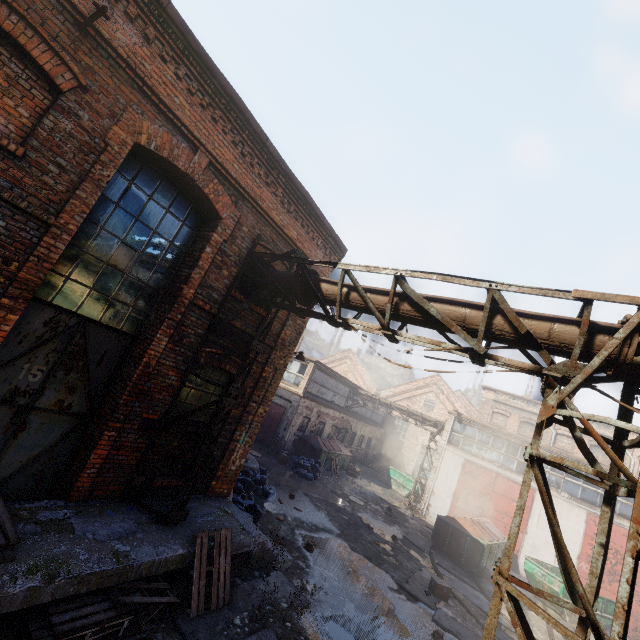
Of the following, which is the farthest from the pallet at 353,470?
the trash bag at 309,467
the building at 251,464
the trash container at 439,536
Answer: the building at 251,464

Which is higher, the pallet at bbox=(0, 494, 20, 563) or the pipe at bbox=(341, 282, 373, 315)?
the pipe at bbox=(341, 282, 373, 315)

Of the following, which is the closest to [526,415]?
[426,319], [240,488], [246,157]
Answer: [240,488]

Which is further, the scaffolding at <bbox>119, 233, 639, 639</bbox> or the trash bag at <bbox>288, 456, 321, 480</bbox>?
the trash bag at <bbox>288, 456, 321, 480</bbox>

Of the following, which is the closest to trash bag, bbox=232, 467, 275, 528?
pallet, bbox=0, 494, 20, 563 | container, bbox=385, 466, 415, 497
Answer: pallet, bbox=0, 494, 20, 563

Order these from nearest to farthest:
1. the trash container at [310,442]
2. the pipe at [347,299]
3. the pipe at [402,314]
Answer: the pipe at [402,314] → the pipe at [347,299] → the trash container at [310,442]

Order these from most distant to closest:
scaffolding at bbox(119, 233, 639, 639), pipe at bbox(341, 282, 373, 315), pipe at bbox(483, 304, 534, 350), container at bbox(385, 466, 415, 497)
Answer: container at bbox(385, 466, 415, 497) < pipe at bbox(341, 282, 373, 315) < pipe at bbox(483, 304, 534, 350) < scaffolding at bbox(119, 233, 639, 639)

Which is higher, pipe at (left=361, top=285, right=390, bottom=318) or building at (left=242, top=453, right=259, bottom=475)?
pipe at (left=361, top=285, right=390, bottom=318)
